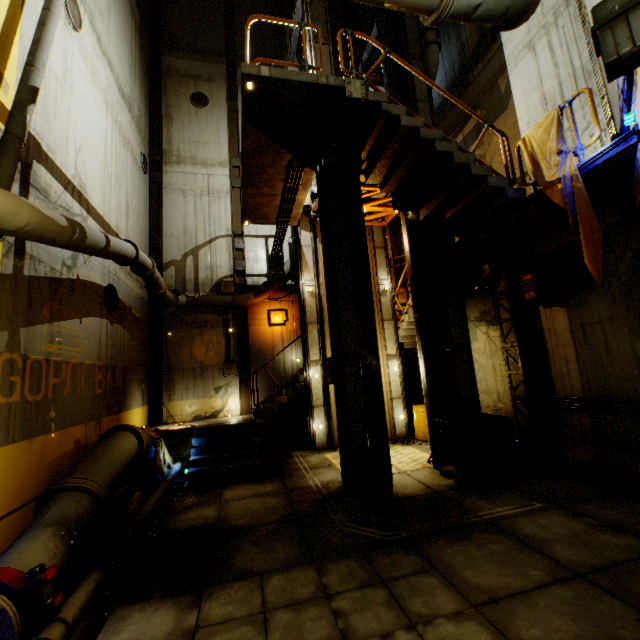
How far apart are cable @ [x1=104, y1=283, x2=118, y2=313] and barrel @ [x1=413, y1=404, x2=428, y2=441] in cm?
1006

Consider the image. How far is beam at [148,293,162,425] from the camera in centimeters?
1241cm

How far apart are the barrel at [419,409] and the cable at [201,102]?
16.2 meters

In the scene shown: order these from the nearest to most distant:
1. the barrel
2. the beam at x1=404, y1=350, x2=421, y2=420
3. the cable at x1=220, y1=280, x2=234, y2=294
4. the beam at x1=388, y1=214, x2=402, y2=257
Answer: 1. the barrel
2. the cable at x1=220, y1=280, x2=234, y2=294
3. the beam at x1=404, y1=350, x2=421, y2=420
4. the beam at x1=388, y1=214, x2=402, y2=257

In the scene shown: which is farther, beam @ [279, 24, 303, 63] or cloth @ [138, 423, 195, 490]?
beam @ [279, 24, 303, 63]

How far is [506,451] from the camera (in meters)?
6.81

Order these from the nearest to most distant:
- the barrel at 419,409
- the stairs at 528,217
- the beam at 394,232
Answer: the stairs at 528,217, the barrel at 419,409, the beam at 394,232

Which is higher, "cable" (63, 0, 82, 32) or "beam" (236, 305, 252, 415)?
"cable" (63, 0, 82, 32)
